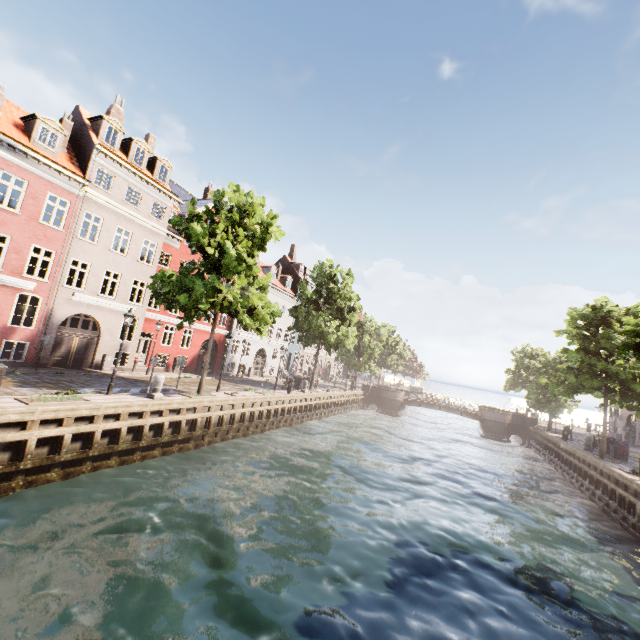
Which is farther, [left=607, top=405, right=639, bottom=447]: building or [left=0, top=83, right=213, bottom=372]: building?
[left=607, top=405, right=639, bottom=447]: building

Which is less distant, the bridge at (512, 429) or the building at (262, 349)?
the building at (262, 349)

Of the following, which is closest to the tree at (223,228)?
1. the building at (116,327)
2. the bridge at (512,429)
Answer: the bridge at (512,429)

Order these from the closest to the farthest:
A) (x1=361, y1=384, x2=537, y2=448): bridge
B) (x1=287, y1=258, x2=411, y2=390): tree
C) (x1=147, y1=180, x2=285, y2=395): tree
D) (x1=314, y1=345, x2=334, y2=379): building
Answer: (x1=147, y1=180, x2=285, y2=395): tree < (x1=287, y1=258, x2=411, y2=390): tree < (x1=361, y1=384, x2=537, y2=448): bridge < (x1=314, y1=345, x2=334, y2=379): building

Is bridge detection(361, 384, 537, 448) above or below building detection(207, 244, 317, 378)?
below

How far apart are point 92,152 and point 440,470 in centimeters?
2895cm

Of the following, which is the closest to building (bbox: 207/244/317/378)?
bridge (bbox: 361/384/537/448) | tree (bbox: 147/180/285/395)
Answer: tree (bbox: 147/180/285/395)

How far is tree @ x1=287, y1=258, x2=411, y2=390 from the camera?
30.03m
